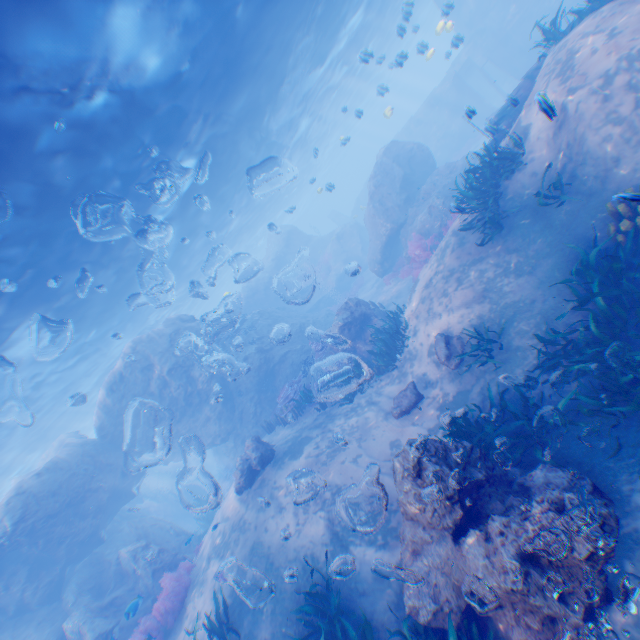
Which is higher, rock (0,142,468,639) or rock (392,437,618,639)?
rock (0,142,468,639)

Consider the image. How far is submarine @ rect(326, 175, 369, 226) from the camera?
40.2m

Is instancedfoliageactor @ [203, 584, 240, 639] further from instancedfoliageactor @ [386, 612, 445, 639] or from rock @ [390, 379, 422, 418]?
instancedfoliageactor @ [386, 612, 445, 639]

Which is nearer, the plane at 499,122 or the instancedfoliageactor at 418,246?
the plane at 499,122

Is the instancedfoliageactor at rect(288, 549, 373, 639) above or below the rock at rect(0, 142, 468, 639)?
below

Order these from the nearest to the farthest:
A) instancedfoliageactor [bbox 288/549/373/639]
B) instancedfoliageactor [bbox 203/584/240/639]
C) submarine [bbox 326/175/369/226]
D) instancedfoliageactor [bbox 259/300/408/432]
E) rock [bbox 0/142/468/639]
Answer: instancedfoliageactor [bbox 288/549/373/639] → instancedfoliageactor [bbox 203/584/240/639] → rock [bbox 0/142/468/639] → instancedfoliageactor [bbox 259/300/408/432] → submarine [bbox 326/175/369/226]

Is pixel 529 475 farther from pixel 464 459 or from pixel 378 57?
pixel 378 57

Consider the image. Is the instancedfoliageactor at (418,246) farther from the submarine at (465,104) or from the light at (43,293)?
the light at (43,293)
